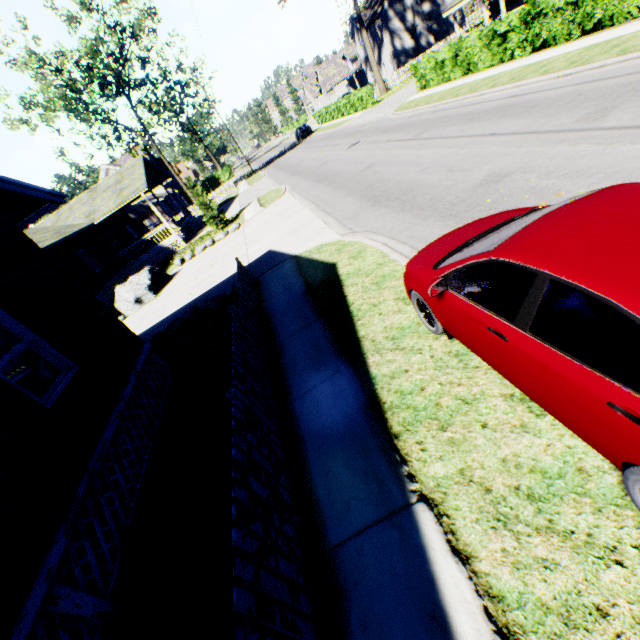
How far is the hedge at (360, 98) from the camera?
31.6 meters

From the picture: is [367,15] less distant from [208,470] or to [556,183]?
[556,183]

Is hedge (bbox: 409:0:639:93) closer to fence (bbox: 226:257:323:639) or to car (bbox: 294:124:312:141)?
fence (bbox: 226:257:323:639)

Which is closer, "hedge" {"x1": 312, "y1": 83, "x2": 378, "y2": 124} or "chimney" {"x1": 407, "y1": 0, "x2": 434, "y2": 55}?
"hedge" {"x1": 312, "y1": 83, "x2": 378, "y2": 124}

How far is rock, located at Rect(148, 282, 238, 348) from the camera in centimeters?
1008cm

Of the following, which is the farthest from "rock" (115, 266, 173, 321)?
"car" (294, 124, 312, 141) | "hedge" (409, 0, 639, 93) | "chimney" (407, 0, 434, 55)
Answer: "chimney" (407, 0, 434, 55)

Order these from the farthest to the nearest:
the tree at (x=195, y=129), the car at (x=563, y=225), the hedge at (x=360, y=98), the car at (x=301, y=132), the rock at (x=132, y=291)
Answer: the car at (x=301, y=132)
the hedge at (x=360, y=98)
the tree at (x=195, y=129)
the rock at (x=132, y=291)
the car at (x=563, y=225)

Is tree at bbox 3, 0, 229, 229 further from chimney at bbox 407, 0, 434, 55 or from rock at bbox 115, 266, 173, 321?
chimney at bbox 407, 0, 434, 55
